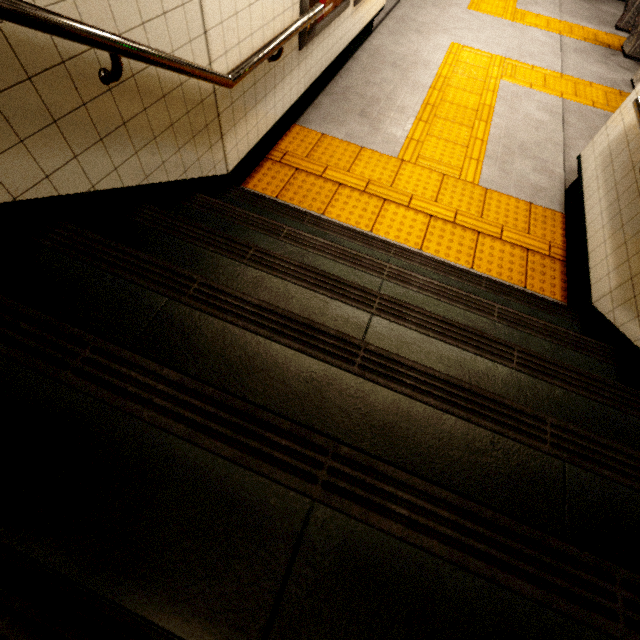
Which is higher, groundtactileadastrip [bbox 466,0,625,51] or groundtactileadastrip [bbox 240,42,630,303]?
groundtactileadastrip [bbox 466,0,625,51]

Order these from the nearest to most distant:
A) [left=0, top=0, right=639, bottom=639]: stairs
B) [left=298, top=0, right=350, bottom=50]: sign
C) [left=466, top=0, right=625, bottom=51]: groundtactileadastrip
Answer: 1. [left=0, top=0, right=639, bottom=639]: stairs
2. [left=298, top=0, right=350, bottom=50]: sign
3. [left=466, top=0, right=625, bottom=51]: groundtactileadastrip

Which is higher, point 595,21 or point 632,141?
point 632,141

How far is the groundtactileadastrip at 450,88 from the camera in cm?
284

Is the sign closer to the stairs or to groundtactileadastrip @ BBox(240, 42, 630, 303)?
groundtactileadastrip @ BBox(240, 42, 630, 303)

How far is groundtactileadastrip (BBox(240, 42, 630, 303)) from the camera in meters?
2.8 m

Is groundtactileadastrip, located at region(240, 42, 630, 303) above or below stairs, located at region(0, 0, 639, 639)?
below

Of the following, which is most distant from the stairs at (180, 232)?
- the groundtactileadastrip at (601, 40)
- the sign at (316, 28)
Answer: the sign at (316, 28)
